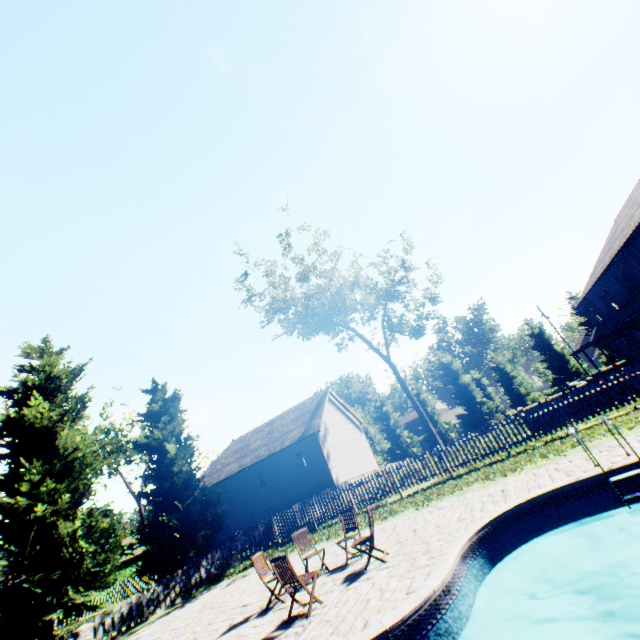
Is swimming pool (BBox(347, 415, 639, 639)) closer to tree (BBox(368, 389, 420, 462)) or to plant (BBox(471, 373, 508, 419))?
tree (BBox(368, 389, 420, 462))

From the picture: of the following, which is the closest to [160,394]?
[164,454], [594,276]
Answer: [164,454]

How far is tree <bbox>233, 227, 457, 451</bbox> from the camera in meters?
25.3 m

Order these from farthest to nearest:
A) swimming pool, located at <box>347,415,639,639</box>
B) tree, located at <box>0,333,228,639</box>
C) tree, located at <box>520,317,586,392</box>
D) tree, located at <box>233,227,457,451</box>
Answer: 1. tree, located at <box>520,317,586,392</box>
2. tree, located at <box>233,227,457,451</box>
3. tree, located at <box>0,333,228,639</box>
4. swimming pool, located at <box>347,415,639,639</box>

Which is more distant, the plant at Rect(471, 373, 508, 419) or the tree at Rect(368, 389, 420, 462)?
the plant at Rect(471, 373, 508, 419)

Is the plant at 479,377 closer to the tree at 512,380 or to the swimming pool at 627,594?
the tree at 512,380

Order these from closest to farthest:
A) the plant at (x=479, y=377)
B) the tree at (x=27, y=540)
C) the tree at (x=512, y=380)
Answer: the tree at (x=27, y=540), the tree at (x=512, y=380), the plant at (x=479, y=377)

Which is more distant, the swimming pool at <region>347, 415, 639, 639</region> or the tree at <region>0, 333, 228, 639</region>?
the tree at <region>0, 333, 228, 639</region>
